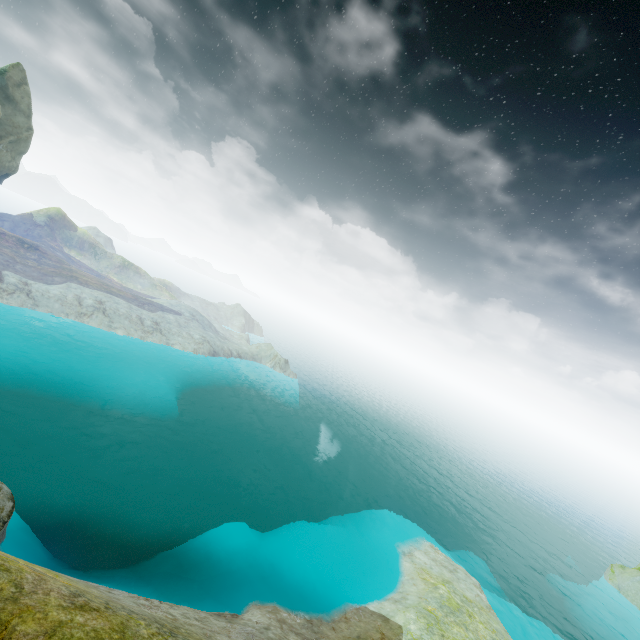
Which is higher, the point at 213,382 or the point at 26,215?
the point at 26,215
